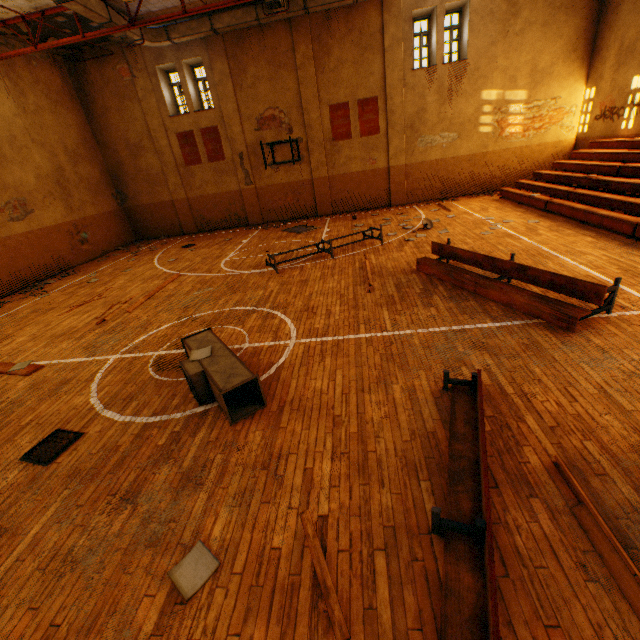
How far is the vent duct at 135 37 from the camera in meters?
12.3

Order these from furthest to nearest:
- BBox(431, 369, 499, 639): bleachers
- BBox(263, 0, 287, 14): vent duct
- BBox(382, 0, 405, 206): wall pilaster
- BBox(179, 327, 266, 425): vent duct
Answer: BBox(382, 0, 405, 206): wall pilaster
BBox(263, 0, 287, 14): vent duct
BBox(179, 327, 266, 425): vent duct
BBox(431, 369, 499, 639): bleachers

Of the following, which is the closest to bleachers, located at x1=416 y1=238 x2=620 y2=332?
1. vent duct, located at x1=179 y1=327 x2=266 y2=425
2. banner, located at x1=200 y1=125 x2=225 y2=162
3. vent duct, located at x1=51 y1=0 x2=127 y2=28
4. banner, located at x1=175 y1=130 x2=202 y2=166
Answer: vent duct, located at x1=179 y1=327 x2=266 y2=425

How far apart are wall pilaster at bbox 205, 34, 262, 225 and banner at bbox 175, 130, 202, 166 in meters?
1.7

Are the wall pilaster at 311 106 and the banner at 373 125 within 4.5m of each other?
yes

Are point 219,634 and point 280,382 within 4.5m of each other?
yes

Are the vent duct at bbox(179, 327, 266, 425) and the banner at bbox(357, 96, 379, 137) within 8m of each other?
no

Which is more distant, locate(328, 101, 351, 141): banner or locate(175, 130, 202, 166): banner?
locate(175, 130, 202, 166): banner
